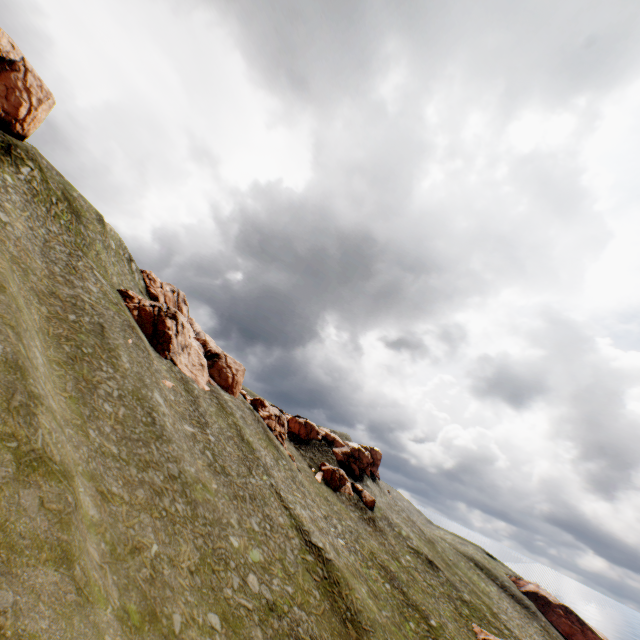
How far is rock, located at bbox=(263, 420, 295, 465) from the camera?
56.4m

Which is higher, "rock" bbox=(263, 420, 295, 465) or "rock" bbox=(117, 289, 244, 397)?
"rock" bbox=(117, 289, 244, 397)

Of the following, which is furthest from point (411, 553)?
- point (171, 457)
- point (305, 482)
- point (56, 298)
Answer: point (56, 298)

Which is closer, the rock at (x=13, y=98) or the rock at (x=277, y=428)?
the rock at (x=13, y=98)

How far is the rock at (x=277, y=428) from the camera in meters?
56.4 m

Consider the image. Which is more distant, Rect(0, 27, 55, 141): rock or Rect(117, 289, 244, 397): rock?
Rect(117, 289, 244, 397): rock
